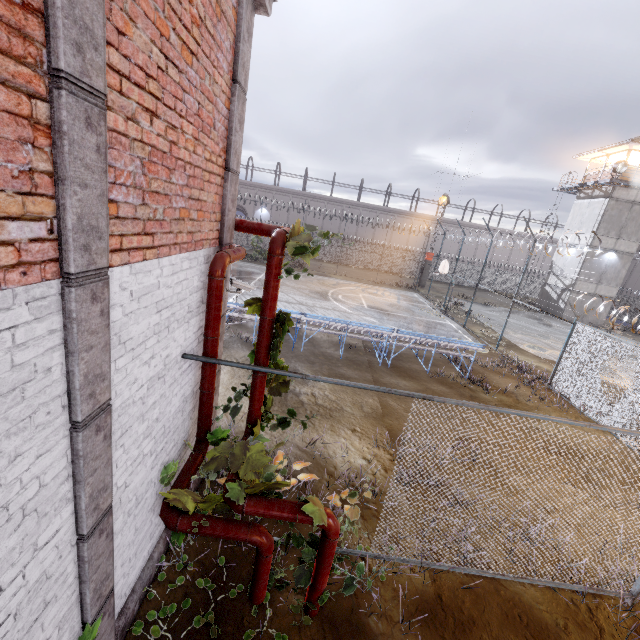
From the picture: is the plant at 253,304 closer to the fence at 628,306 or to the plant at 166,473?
the fence at 628,306

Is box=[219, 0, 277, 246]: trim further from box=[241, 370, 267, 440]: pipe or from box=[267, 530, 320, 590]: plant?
box=[267, 530, 320, 590]: plant

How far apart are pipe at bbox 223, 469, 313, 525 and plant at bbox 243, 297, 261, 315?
2.13m

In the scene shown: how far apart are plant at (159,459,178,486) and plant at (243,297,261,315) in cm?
210

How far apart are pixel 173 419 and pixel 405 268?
39.88m

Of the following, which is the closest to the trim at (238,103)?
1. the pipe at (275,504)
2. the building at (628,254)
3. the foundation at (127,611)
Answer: the foundation at (127,611)

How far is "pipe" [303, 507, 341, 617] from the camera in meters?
3.5
